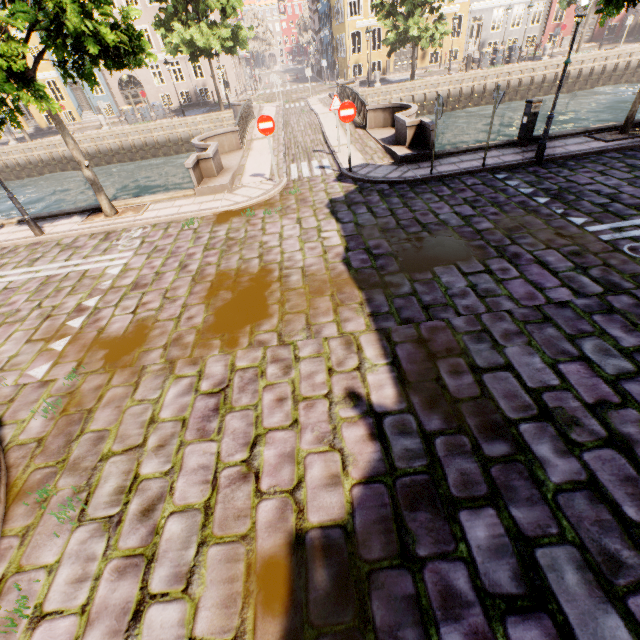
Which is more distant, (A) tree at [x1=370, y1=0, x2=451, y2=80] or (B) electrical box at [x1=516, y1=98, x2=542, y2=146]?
(A) tree at [x1=370, y1=0, x2=451, y2=80]

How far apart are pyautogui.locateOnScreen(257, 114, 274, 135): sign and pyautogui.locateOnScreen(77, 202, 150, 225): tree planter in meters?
4.3 m

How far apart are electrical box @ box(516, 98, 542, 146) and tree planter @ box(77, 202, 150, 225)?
12.24m

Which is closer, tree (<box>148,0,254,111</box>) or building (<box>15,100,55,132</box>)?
tree (<box>148,0,254,111</box>)

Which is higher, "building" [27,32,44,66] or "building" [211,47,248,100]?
"building" [27,32,44,66]

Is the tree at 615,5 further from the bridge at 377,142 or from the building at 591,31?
the building at 591,31

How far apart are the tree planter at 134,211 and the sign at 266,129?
4.3m

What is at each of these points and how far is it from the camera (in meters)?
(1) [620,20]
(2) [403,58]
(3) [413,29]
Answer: (1) building, 32.12
(2) building, 33.00
(3) tree, 23.03
